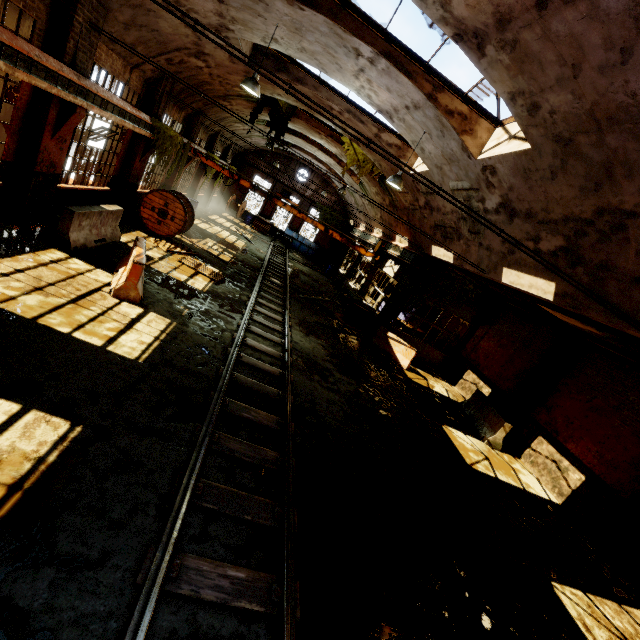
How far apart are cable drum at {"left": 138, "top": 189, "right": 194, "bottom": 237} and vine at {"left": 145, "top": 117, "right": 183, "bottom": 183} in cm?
40

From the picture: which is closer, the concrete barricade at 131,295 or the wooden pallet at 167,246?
the concrete barricade at 131,295

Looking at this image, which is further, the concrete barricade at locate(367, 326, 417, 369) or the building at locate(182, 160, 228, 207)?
the building at locate(182, 160, 228, 207)

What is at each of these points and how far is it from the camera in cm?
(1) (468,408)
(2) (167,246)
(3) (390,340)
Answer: (1) concrete barricade, 1362
(2) wooden pallet, 1259
(3) concrete barricade, 1534

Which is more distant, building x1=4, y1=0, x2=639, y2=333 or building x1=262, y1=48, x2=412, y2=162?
building x1=262, y1=48, x2=412, y2=162

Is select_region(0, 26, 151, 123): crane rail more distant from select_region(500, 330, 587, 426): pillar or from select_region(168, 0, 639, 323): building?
select_region(500, 330, 587, 426): pillar

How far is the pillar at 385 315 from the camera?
16.48m

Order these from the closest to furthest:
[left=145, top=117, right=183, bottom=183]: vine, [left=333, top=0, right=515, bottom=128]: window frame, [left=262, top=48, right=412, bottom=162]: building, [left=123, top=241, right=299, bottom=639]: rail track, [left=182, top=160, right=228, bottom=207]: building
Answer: [left=123, top=241, right=299, bottom=639]: rail track, [left=333, top=0, right=515, bottom=128]: window frame, [left=262, top=48, right=412, bottom=162]: building, [left=145, top=117, right=183, bottom=183]: vine, [left=182, top=160, right=228, bottom=207]: building
